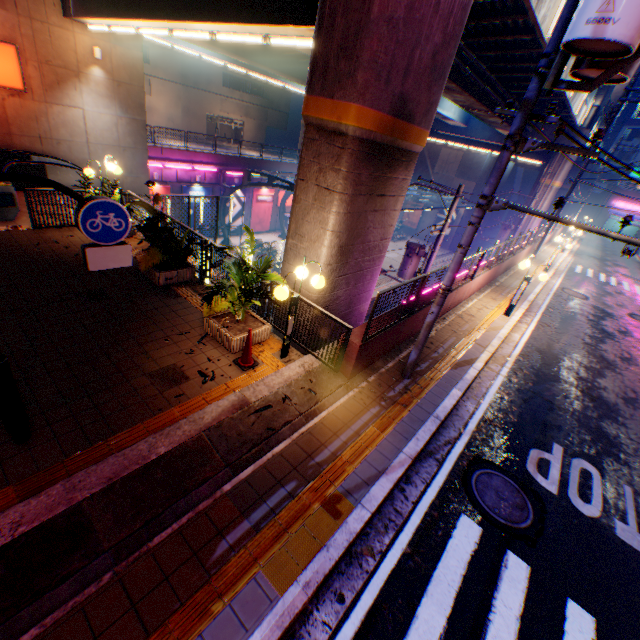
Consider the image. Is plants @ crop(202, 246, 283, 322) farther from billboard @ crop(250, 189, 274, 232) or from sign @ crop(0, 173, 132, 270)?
billboard @ crop(250, 189, 274, 232)

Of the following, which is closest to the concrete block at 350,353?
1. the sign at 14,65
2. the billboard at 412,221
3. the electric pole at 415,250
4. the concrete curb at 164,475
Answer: the concrete curb at 164,475

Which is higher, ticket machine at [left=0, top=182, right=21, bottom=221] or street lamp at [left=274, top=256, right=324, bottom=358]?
street lamp at [left=274, top=256, right=324, bottom=358]

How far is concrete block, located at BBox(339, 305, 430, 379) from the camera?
6.8m

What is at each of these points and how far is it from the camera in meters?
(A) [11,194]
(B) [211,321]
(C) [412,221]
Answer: (A) ticket machine, 9.8 m
(B) flower bed, 6.9 m
(C) billboard, 47.0 m

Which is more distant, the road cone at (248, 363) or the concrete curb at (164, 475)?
the road cone at (248, 363)

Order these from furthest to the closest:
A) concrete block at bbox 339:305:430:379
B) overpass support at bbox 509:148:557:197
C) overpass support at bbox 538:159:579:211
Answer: overpass support at bbox 509:148:557:197
overpass support at bbox 538:159:579:211
concrete block at bbox 339:305:430:379

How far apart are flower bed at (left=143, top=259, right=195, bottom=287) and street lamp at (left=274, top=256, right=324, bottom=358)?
3.80m
